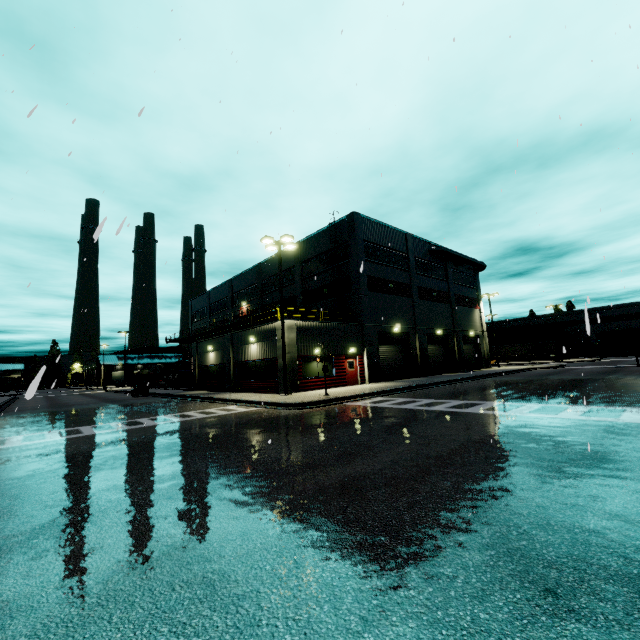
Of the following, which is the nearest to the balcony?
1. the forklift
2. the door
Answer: the forklift

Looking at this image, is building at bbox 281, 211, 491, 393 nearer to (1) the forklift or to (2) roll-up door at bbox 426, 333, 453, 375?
(2) roll-up door at bbox 426, 333, 453, 375

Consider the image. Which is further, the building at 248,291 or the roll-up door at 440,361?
the building at 248,291

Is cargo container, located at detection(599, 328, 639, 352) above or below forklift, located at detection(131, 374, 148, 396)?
above

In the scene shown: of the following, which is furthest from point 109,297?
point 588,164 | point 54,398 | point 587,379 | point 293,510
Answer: point 54,398

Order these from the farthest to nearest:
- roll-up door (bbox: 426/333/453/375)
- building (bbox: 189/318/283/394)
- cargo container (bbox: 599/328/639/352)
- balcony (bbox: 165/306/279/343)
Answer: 1. roll-up door (bbox: 426/333/453/375)
2. cargo container (bbox: 599/328/639/352)
3. balcony (bbox: 165/306/279/343)
4. building (bbox: 189/318/283/394)

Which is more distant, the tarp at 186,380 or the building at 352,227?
the tarp at 186,380

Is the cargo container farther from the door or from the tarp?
the tarp
